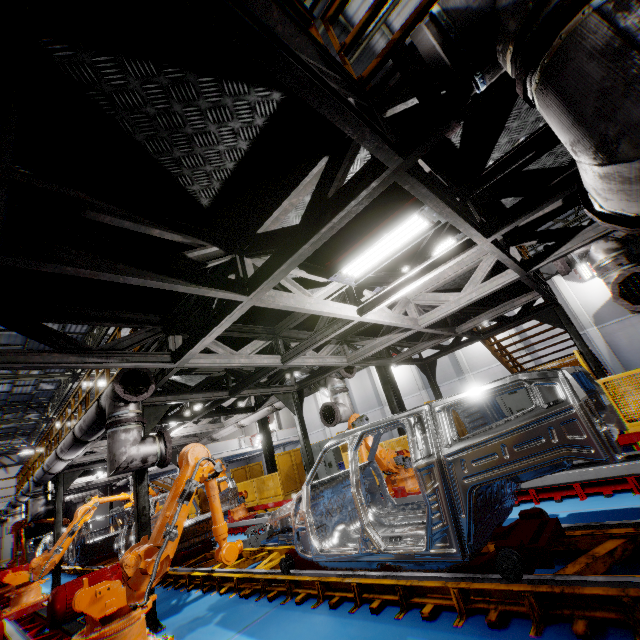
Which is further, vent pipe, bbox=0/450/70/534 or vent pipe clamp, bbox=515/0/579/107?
vent pipe, bbox=0/450/70/534

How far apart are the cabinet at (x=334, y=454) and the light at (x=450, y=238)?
10.3 meters

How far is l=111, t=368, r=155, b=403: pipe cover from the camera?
4.8m

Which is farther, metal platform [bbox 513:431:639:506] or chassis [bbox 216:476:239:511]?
A: chassis [bbox 216:476:239:511]

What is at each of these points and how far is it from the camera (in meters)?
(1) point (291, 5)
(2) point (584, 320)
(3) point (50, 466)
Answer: (1) metal handrail, 2.95
(2) cement column, 19.86
(3) vent pipe, 8.55

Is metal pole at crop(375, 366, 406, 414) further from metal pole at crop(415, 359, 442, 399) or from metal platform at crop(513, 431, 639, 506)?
metal platform at crop(513, 431, 639, 506)

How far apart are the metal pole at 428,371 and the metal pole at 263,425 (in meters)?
9.57

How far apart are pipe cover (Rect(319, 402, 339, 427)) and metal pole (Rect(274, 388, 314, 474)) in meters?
0.8 m
